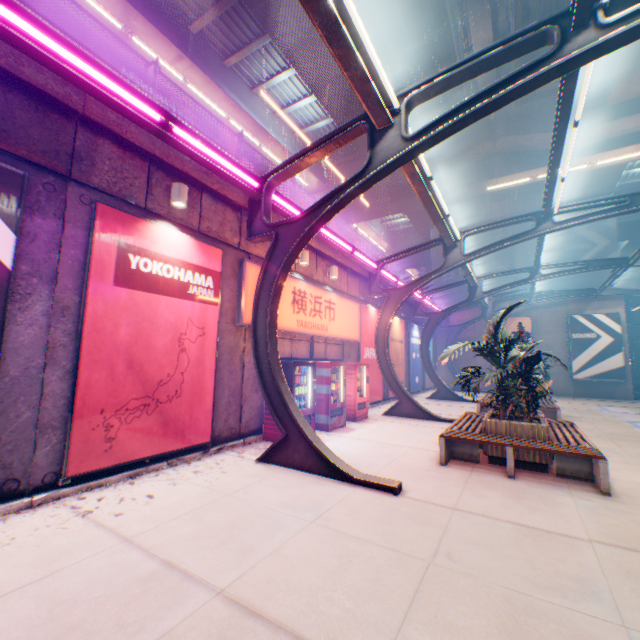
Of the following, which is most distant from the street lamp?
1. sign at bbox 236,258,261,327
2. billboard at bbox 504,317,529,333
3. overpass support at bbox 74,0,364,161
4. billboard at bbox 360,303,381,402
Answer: billboard at bbox 504,317,529,333

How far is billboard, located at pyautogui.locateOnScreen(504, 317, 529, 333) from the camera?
A: 23.1m

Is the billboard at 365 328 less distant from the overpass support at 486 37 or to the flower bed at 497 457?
the flower bed at 497 457

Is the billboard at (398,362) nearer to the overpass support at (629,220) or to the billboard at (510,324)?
the overpass support at (629,220)

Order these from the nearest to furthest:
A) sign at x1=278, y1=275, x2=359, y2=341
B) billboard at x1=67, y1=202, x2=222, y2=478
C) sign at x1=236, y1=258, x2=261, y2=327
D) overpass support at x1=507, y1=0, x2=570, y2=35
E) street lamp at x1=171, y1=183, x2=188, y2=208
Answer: billboard at x1=67, y1=202, x2=222, y2=478
street lamp at x1=171, y1=183, x2=188, y2=208
sign at x1=236, y1=258, x2=261, y2=327
sign at x1=278, y1=275, x2=359, y2=341
overpass support at x1=507, y1=0, x2=570, y2=35

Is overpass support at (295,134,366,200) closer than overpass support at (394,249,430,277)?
Yes

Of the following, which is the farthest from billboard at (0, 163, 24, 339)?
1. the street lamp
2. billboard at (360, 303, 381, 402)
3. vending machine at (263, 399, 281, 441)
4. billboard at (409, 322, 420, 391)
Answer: billboard at (409, 322, 420, 391)

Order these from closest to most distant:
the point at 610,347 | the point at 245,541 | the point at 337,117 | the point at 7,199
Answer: the point at 245,541 < the point at 7,199 < the point at 337,117 < the point at 610,347
